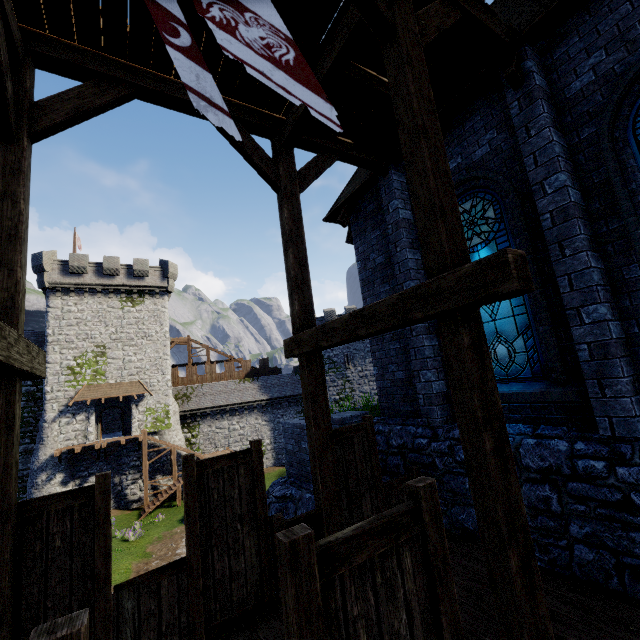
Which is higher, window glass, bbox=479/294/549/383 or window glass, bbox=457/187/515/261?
window glass, bbox=457/187/515/261

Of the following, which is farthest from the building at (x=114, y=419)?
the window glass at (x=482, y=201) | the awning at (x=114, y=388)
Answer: the window glass at (x=482, y=201)

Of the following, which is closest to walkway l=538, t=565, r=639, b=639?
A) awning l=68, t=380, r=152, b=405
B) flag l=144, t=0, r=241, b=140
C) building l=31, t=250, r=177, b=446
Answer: flag l=144, t=0, r=241, b=140

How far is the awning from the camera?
27.84m

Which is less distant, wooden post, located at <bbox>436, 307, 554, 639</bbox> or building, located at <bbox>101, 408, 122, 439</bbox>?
wooden post, located at <bbox>436, 307, 554, 639</bbox>

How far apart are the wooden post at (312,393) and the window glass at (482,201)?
3.0m

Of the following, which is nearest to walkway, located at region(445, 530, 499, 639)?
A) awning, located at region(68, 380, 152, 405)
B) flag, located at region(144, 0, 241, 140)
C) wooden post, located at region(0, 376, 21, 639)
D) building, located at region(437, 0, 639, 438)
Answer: wooden post, located at region(0, 376, 21, 639)

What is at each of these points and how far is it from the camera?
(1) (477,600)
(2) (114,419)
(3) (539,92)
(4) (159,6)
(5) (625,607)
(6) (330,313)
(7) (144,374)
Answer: (1) walkway, 4.03m
(2) building, 35.66m
(3) building, 4.80m
(4) flag, 2.84m
(5) walkway, 3.63m
(6) building, 37.31m
(7) building, 31.14m
